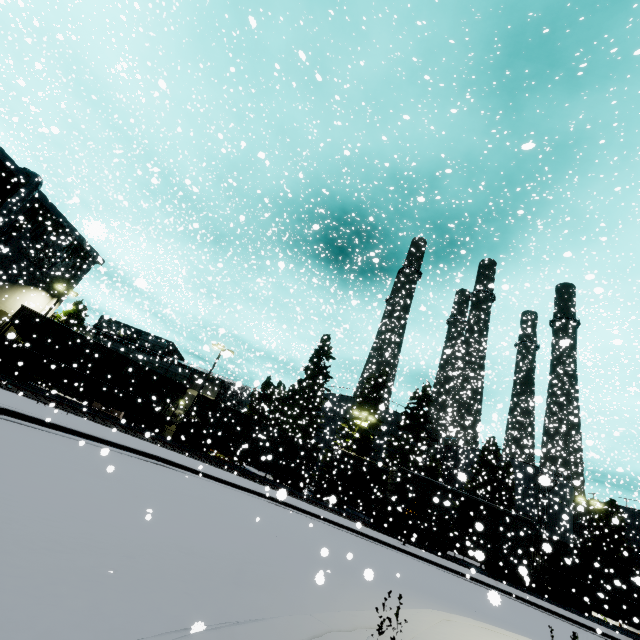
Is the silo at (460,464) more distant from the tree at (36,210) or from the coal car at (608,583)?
the coal car at (608,583)

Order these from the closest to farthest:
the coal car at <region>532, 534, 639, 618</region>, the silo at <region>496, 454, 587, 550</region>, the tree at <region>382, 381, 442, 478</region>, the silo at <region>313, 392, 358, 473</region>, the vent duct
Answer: the coal car at <region>532, 534, 639, 618</region> → the vent duct → the silo at <region>496, 454, 587, 550</region> → the tree at <region>382, 381, 442, 478</region> → the silo at <region>313, 392, 358, 473</region>

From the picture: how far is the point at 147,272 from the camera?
49.59m

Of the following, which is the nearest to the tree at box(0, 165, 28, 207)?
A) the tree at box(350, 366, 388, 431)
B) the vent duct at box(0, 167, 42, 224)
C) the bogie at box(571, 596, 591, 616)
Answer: the vent duct at box(0, 167, 42, 224)

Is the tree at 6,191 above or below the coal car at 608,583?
above

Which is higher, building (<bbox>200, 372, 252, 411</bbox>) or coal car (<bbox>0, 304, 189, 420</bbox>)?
building (<bbox>200, 372, 252, 411</bbox>)

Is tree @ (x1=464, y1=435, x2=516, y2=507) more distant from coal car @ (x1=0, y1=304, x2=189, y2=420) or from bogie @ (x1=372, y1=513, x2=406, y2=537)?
bogie @ (x1=372, y1=513, x2=406, y2=537)

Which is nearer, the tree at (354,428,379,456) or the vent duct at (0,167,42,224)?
the vent duct at (0,167,42,224)
